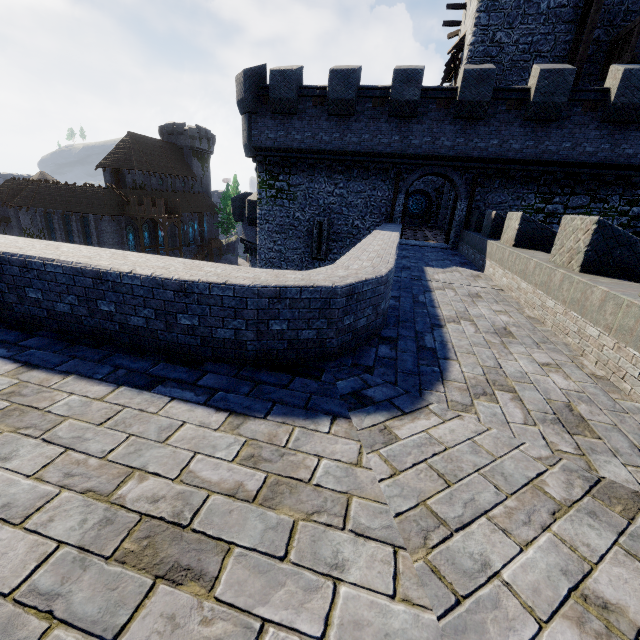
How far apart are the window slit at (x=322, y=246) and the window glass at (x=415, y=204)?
19.6 meters

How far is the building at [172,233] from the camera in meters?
52.4

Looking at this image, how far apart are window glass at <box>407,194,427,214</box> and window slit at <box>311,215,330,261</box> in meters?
19.6

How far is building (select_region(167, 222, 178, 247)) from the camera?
52.4 meters

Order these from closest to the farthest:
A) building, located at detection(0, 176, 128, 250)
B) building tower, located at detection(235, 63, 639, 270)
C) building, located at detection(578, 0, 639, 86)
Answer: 1. building tower, located at detection(235, 63, 639, 270)
2. building, located at detection(578, 0, 639, 86)
3. building, located at detection(0, 176, 128, 250)

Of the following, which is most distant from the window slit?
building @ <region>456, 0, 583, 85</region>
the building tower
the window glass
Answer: the window glass

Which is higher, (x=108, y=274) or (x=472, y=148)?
(x=472, y=148)

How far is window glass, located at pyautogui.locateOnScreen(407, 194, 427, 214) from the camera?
34.0m
